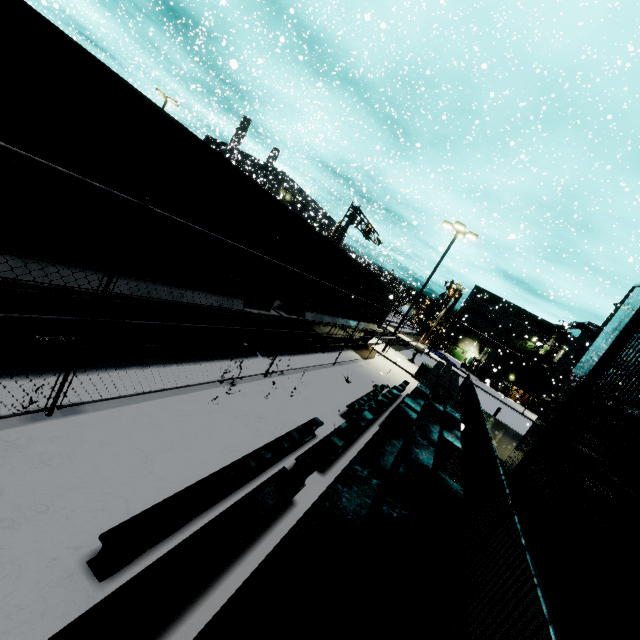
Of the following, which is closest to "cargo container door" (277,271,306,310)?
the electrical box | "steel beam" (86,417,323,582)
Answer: the electrical box

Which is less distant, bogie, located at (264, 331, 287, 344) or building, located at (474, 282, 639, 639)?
building, located at (474, 282, 639, 639)

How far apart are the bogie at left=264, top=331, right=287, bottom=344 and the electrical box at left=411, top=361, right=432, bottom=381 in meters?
10.8 m

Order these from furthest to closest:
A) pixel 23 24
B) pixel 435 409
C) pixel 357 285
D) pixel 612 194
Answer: pixel 612 194 → pixel 357 285 → pixel 435 409 → pixel 23 24

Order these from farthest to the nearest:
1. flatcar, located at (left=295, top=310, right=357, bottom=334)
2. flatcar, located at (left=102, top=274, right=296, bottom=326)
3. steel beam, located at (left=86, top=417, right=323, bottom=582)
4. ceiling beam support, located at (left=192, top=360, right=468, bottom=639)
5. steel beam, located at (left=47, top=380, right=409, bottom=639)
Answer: flatcar, located at (left=295, top=310, right=357, bottom=334)
flatcar, located at (left=102, top=274, right=296, bottom=326)
steel beam, located at (left=86, top=417, right=323, bottom=582)
steel beam, located at (left=47, top=380, right=409, bottom=639)
ceiling beam support, located at (left=192, top=360, right=468, bottom=639)

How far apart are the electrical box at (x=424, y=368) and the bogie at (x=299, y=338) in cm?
1076
